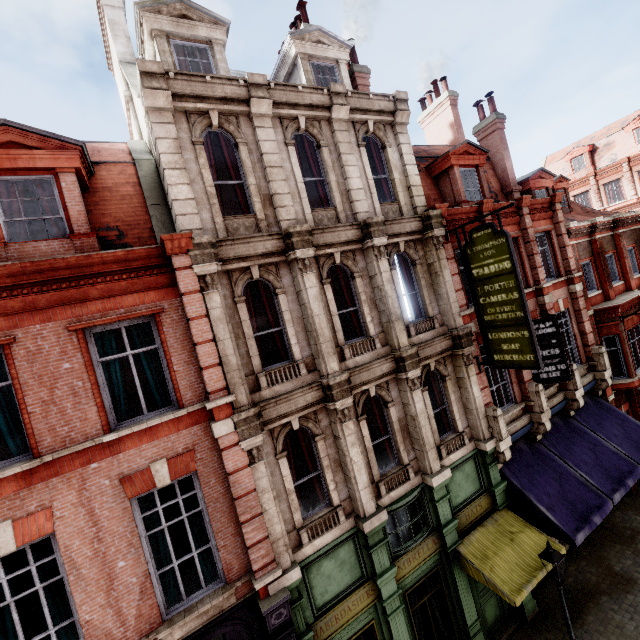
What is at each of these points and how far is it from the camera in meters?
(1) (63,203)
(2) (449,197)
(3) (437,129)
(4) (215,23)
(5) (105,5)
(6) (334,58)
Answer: (1) roof window, 7.1
(2) roof window, 13.5
(3) chimney, 18.1
(4) roof window, 9.5
(5) chimney, 10.3
(6) roof window, 11.4

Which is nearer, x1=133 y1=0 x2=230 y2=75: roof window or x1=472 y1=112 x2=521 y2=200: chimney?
x1=133 y1=0 x2=230 y2=75: roof window

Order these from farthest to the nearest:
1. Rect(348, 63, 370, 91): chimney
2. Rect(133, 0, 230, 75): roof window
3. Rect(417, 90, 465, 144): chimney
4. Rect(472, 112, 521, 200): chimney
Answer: Rect(417, 90, 465, 144): chimney, Rect(472, 112, 521, 200): chimney, Rect(348, 63, 370, 91): chimney, Rect(133, 0, 230, 75): roof window

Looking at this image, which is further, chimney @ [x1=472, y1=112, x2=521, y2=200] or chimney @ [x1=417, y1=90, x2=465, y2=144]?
chimney @ [x1=417, y1=90, x2=465, y2=144]

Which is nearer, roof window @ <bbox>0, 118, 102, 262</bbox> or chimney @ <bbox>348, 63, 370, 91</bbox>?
roof window @ <bbox>0, 118, 102, 262</bbox>

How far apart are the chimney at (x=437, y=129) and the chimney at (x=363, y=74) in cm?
671

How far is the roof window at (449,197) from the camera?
13.0 meters

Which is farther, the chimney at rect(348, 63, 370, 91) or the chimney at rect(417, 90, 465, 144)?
the chimney at rect(417, 90, 465, 144)
